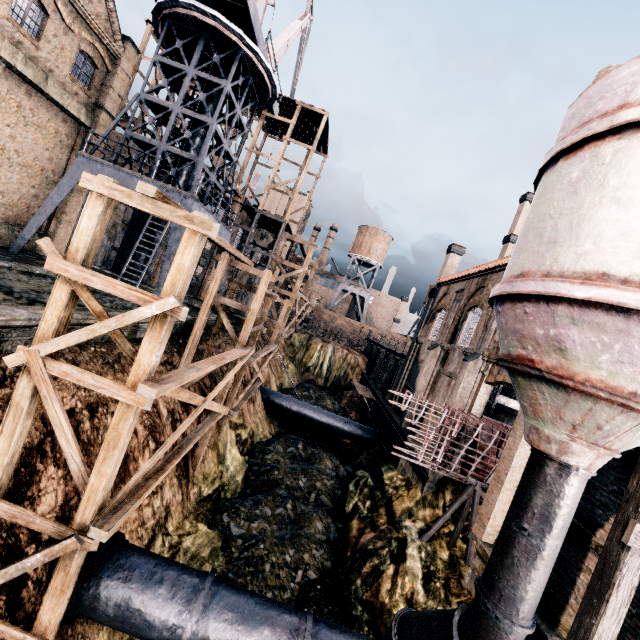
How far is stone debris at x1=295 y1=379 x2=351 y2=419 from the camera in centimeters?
3744cm

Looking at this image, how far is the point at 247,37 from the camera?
19.09m

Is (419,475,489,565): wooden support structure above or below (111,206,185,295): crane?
below

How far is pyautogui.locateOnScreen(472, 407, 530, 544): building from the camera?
11.7 meters

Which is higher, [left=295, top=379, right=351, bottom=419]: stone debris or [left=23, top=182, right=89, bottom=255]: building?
[left=23, top=182, right=89, bottom=255]: building

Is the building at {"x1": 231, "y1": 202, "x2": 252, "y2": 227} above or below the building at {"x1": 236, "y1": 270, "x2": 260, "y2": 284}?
above

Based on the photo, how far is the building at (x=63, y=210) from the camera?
21.2m

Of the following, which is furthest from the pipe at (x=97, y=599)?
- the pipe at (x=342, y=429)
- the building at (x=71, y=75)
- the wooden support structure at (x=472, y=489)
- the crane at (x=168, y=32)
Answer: the pipe at (x=342, y=429)
